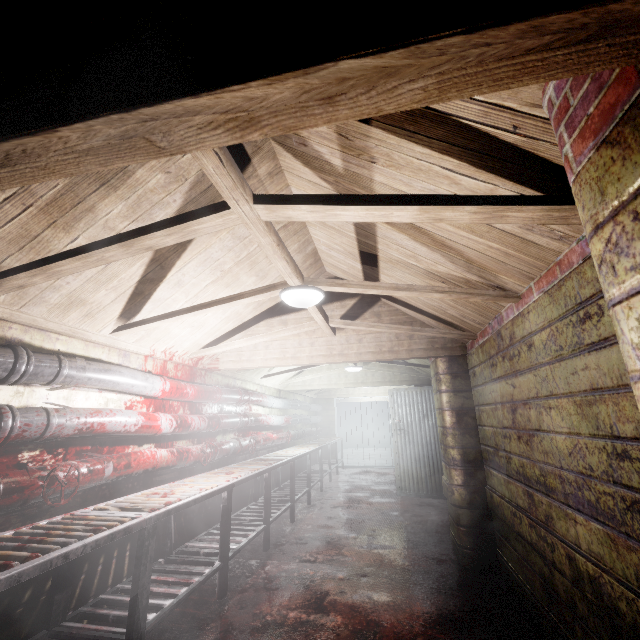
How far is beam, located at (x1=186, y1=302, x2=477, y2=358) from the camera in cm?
304

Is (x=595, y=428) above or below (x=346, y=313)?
below

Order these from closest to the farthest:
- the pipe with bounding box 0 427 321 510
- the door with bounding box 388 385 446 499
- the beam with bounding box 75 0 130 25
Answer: the beam with bounding box 75 0 130 25 < the pipe with bounding box 0 427 321 510 < the door with bounding box 388 385 446 499

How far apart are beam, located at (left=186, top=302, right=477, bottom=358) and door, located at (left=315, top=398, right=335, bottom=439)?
6.52m

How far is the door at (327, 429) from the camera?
9.7 meters

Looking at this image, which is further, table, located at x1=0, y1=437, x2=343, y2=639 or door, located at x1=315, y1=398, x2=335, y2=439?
door, located at x1=315, y1=398, x2=335, y2=439

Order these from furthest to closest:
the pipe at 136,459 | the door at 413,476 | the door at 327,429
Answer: the door at 327,429, the door at 413,476, the pipe at 136,459

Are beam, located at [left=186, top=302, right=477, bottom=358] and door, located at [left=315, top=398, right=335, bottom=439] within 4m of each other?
no
